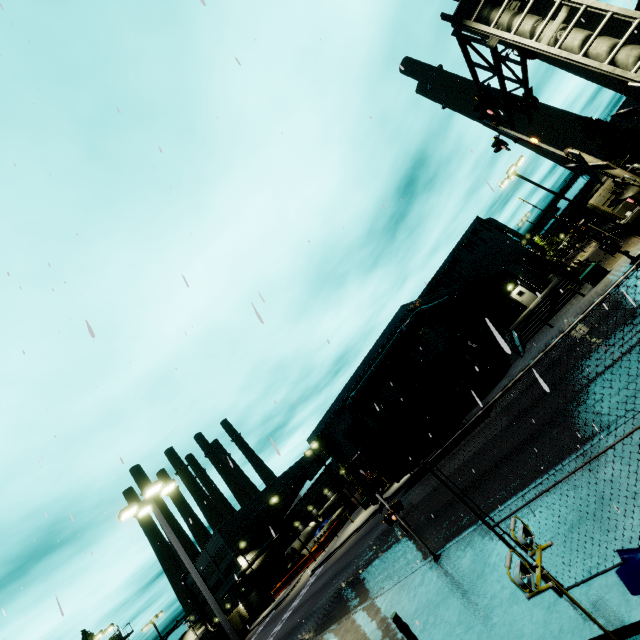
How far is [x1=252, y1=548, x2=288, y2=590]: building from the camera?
55.7m

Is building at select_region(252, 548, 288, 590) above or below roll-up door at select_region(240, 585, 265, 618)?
above

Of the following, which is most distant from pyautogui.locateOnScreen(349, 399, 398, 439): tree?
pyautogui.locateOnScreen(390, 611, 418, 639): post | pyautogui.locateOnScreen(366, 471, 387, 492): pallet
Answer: pyautogui.locateOnScreen(390, 611, 418, 639): post

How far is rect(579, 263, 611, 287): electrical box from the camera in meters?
22.8 m

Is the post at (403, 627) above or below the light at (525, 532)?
below

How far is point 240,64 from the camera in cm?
324

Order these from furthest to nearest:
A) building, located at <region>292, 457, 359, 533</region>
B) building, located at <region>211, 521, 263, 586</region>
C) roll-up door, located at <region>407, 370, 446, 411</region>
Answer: building, located at <region>211, 521, 263, 586</region> < building, located at <region>292, 457, 359, 533</region> < roll-up door, located at <region>407, 370, 446, 411</region>

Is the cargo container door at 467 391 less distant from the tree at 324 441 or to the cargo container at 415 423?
the cargo container at 415 423
